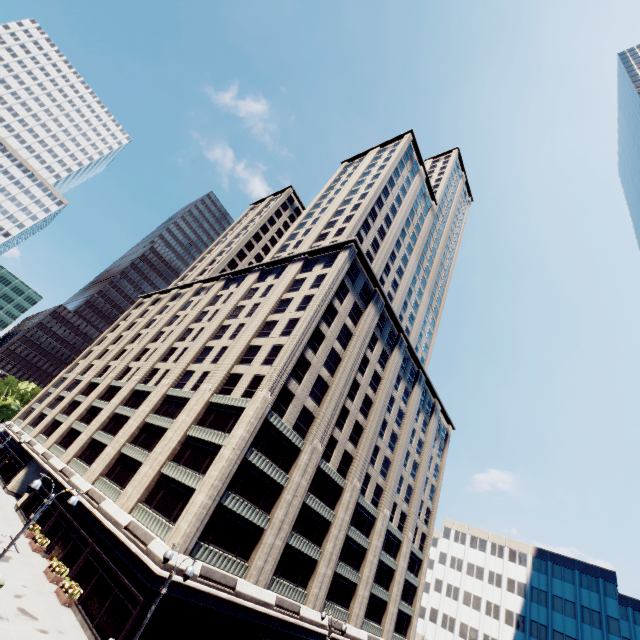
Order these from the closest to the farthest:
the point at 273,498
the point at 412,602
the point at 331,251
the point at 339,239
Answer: the point at 273,498
the point at 331,251
the point at 412,602
the point at 339,239

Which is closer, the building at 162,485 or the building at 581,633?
the building at 162,485

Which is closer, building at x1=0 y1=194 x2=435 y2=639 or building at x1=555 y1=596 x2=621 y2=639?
building at x1=0 y1=194 x2=435 y2=639
